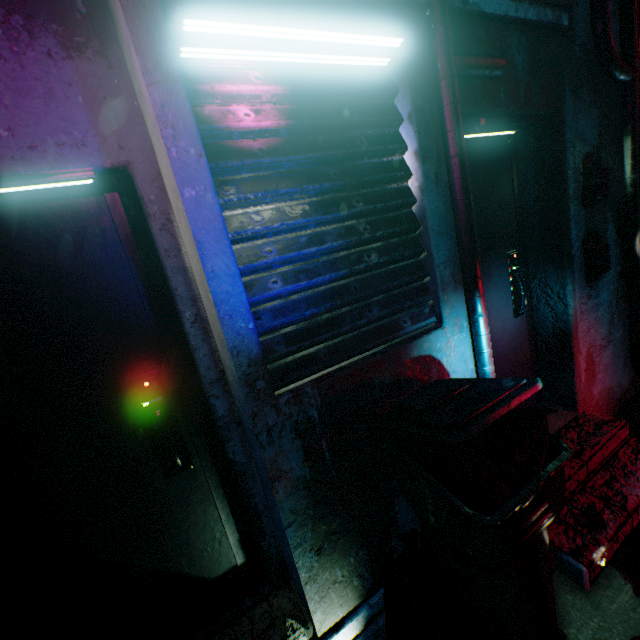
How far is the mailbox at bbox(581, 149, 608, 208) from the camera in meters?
2.1

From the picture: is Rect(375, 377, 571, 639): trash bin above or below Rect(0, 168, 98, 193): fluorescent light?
below

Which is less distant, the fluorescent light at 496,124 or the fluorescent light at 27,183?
the fluorescent light at 27,183

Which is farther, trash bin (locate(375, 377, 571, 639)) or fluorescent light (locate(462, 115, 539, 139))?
fluorescent light (locate(462, 115, 539, 139))

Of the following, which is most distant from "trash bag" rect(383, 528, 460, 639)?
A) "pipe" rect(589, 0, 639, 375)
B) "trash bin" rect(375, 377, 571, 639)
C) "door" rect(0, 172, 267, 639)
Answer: "pipe" rect(589, 0, 639, 375)

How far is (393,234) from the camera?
1.53m

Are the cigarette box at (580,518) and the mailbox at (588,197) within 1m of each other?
no

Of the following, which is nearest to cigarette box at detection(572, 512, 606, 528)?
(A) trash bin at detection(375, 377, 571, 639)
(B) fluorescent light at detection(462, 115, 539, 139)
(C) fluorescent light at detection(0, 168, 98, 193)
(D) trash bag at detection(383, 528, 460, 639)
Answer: (A) trash bin at detection(375, 377, 571, 639)
